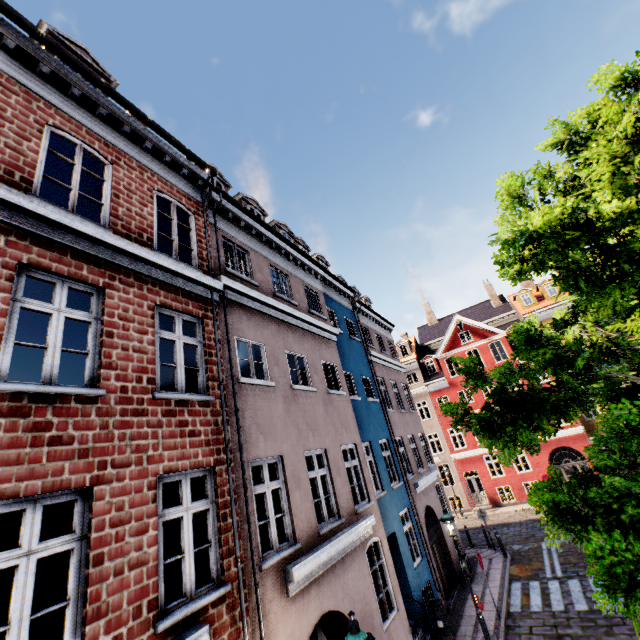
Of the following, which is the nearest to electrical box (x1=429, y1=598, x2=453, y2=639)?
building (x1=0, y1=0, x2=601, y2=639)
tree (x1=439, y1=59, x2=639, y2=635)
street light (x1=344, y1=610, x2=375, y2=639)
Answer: building (x1=0, y1=0, x2=601, y2=639)

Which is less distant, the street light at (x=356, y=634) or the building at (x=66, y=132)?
the building at (x=66, y=132)

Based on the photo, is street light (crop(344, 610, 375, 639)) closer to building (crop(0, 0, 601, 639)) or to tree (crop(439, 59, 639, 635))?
building (crop(0, 0, 601, 639))

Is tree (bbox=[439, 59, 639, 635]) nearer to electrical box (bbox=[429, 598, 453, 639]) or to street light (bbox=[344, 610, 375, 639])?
street light (bbox=[344, 610, 375, 639])

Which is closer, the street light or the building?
the building

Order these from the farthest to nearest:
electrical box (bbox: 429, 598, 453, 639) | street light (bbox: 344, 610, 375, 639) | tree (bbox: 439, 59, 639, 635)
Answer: electrical box (bbox: 429, 598, 453, 639)
street light (bbox: 344, 610, 375, 639)
tree (bbox: 439, 59, 639, 635)

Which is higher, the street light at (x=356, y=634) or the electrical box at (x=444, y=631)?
the street light at (x=356, y=634)

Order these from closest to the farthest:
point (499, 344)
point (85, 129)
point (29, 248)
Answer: point (29, 248)
point (85, 129)
point (499, 344)
